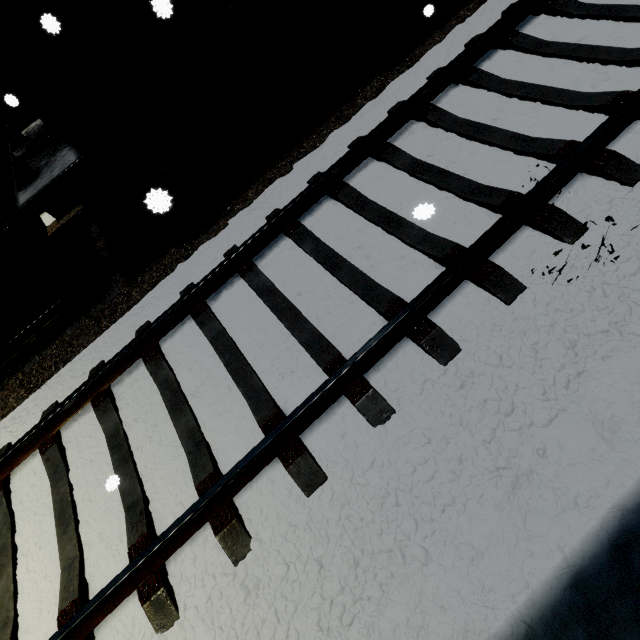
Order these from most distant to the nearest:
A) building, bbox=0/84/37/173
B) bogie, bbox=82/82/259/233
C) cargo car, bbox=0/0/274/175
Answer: building, bbox=0/84/37/173 → bogie, bbox=82/82/259/233 → cargo car, bbox=0/0/274/175

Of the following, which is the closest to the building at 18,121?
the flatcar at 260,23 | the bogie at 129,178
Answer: the flatcar at 260,23

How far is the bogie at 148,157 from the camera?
Answer: 4.2 meters

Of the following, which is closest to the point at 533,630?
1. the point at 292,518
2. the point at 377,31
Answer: the point at 292,518

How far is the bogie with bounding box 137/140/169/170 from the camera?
4.2m

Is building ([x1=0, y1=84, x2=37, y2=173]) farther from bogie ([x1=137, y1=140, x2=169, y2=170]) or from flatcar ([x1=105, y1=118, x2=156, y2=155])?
bogie ([x1=137, y1=140, x2=169, y2=170])

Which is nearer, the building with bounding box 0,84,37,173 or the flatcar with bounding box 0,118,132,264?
the flatcar with bounding box 0,118,132,264
